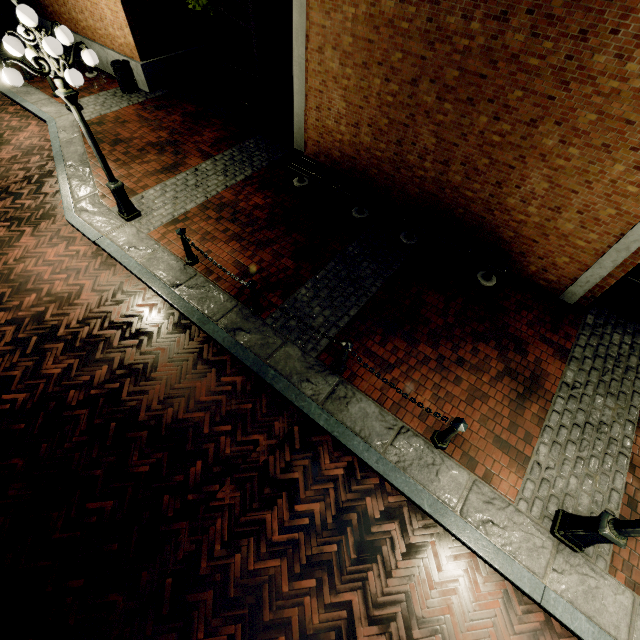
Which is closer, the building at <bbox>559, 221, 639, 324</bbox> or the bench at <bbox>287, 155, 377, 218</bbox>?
the building at <bbox>559, 221, 639, 324</bbox>

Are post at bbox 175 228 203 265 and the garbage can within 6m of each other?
no

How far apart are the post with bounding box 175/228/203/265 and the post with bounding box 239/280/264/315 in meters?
1.7 m

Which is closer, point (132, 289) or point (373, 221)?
point (132, 289)

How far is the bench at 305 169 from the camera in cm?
782

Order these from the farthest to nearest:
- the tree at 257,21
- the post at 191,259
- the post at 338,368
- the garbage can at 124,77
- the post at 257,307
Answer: the garbage can at 124,77 < the tree at 257,21 < the post at 191,259 < the post at 257,307 < the post at 338,368

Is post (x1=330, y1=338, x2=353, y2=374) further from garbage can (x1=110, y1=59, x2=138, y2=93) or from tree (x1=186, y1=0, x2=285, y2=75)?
garbage can (x1=110, y1=59, x2=138, y2=93)

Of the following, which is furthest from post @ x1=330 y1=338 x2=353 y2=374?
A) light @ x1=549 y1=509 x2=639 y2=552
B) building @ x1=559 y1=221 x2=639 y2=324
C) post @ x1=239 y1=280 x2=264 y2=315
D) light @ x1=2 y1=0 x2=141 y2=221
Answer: building @ x1=559 y1=221 x2=639 y2=324
